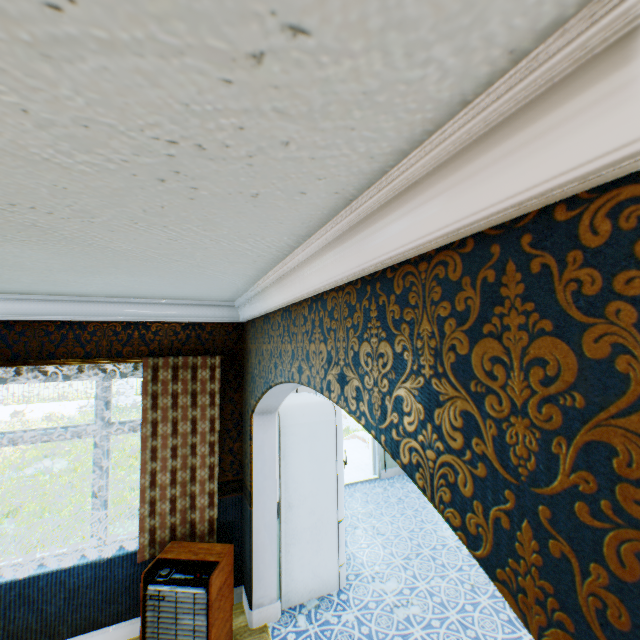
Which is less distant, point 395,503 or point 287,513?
point 287,513

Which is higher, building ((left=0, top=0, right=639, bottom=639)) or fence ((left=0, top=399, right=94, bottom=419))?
building ((left=0, top=0, right=639, bottom=639))

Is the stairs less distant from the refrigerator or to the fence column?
the refrigerator

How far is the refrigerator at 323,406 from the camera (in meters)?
3.39

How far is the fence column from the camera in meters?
16.9

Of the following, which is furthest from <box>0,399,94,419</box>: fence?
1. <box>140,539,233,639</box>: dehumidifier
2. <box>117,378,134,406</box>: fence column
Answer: <box>140,539,233,639</box>: dehumidifier

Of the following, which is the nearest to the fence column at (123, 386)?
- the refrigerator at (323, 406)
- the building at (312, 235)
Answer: the building at (312, 235)

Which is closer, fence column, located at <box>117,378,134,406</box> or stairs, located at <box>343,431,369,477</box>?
stairs, located at <box>343,431,369,477</box>
